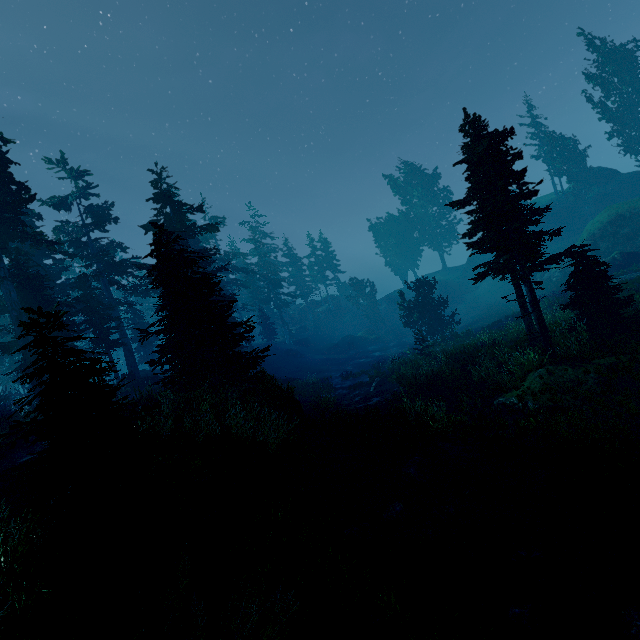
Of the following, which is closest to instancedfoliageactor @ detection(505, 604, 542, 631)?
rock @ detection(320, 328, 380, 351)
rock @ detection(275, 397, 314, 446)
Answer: rock @ detection(275, 397, 314, 446)

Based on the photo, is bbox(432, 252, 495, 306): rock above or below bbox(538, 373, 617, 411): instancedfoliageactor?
above

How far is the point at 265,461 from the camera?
8.46m

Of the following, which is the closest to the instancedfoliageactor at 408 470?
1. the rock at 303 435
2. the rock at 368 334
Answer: the rock at 303 435

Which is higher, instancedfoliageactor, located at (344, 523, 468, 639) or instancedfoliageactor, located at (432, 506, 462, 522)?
instancedfoliageactor, located at (344, 523, 468, 639)

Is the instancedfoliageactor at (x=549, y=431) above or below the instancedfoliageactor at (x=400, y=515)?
below
